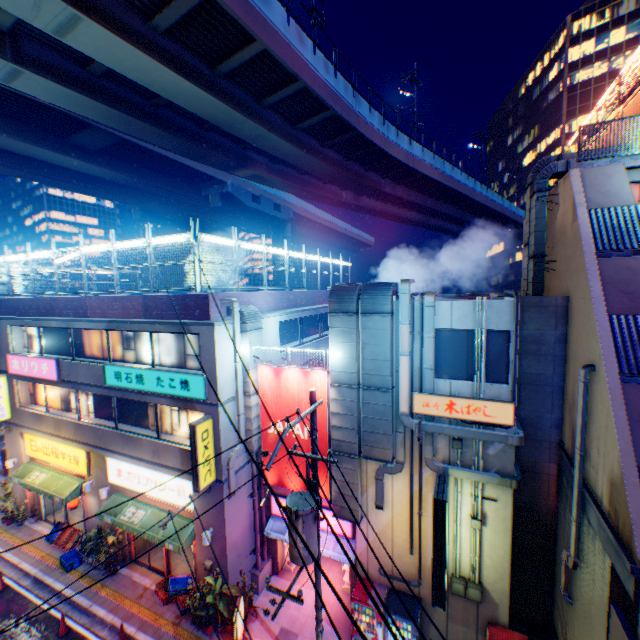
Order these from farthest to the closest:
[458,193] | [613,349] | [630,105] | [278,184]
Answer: [458,193] < [278,184] < [630,105] < [613,349]

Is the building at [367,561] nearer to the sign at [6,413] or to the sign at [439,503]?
the sign at [439,503]

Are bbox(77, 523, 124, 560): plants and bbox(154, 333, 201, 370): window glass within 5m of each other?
no

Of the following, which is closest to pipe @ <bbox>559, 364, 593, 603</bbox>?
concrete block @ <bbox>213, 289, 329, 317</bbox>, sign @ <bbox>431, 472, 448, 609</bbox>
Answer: sign @ <bbox>431, 472, 448, 609</bbox>

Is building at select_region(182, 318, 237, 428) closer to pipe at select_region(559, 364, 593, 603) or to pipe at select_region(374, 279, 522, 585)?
pipe at select_region(374, 279, 522, 585)

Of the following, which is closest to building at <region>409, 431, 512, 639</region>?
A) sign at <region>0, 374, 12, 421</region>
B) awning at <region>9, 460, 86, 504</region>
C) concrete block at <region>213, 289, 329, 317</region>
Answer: concrete block at <region>213, 289, 329, 317</region>

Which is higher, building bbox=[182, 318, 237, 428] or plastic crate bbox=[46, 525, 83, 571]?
building bbox=[182, 318, 237, 428]

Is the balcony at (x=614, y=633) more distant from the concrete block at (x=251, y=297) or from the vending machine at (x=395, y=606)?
the concrete block at (x=251, y=297)
